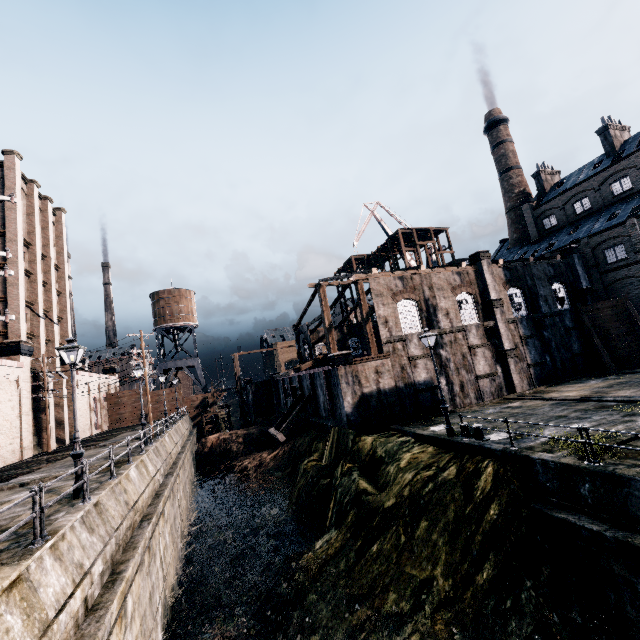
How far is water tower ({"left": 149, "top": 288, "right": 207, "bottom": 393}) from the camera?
56.2 meters

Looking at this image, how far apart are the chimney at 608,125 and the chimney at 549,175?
7.6m

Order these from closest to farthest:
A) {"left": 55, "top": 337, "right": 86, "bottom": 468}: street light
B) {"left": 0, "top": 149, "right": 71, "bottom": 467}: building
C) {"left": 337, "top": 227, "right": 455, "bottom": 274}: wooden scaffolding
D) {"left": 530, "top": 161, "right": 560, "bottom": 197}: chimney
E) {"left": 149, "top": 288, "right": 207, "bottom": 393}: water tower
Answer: {"left": 55, "top": 337, "right": 86, "bottom": 468}: street light, {"left": 0, "top": 149, "right": 71, "bottom": 467}: building, {"left": 337, "top": 227, "right": 455, "bottom": 274}: wooden scaffolding, {"left": 530, "top": 161, "right": 560, "bottom": 197}: chimney, {"left": 149, "top": 288, "right": 207, "bottom": 393}: water tower

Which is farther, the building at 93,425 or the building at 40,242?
the building at 93,425

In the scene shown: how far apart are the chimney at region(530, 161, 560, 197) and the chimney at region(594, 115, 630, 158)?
7.59m

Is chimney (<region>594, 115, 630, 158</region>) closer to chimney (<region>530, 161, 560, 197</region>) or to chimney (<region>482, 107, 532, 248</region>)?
chimney (<region>530, 161, 560, 197</region>)

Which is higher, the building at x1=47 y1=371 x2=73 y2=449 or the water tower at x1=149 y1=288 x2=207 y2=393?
the water tower at x1=149 y1=288 x2=207 y2=393

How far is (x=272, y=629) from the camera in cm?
1386
